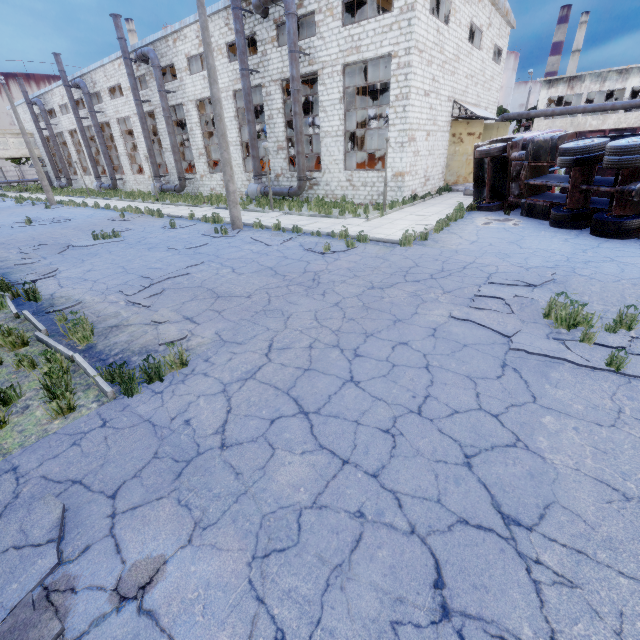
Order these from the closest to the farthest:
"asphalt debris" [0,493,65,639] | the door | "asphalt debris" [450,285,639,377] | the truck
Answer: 1. "asphalt debris" [0,493,65,639]
2. "asphalt debris" [450,285,639,377]
3. the truck
4. the door

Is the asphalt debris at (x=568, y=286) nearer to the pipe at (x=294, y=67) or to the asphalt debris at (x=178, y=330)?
the asphalt debris at (x=178, y=330)

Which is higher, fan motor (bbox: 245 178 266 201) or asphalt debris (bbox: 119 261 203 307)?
fan motor (bbox: 245 178 266 201)

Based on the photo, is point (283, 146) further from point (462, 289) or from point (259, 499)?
point (259, 499)

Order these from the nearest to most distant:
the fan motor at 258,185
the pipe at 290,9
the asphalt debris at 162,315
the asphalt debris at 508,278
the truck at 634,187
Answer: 1. the asphalt debris at 162,315
2. the asphalt debris at 508,278
3. the truck at 634,187
4. the pipe at 290,9
5. the fan motor at 258,185

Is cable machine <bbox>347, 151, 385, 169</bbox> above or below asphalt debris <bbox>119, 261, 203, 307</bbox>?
above

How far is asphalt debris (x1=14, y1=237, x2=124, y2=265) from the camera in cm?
1117

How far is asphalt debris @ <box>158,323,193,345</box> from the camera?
5.4m
